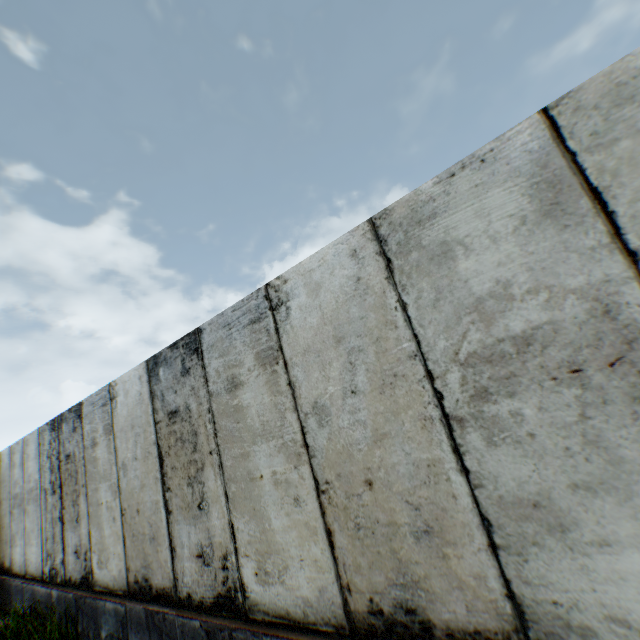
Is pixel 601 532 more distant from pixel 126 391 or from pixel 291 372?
pixel 126 391
